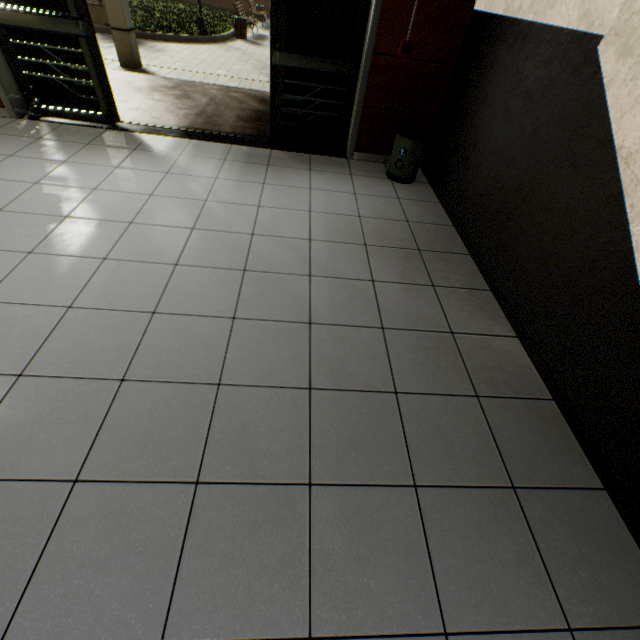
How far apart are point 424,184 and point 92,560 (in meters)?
4.36

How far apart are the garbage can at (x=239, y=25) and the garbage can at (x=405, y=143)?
14.5m

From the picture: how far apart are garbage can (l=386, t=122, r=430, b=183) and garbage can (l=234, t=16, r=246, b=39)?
14.5m

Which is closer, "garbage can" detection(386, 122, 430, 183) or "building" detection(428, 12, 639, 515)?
"building" detection(428, 12, 639, 515)

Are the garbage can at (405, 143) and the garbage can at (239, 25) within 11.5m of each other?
no

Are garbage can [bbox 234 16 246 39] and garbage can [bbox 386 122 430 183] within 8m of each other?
no

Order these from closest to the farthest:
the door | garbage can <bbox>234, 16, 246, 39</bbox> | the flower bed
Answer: the door
the flower bed
garbage can <bbox>234, 16, 246, 39</bbox>

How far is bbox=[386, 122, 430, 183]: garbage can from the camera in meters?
3.5 m
